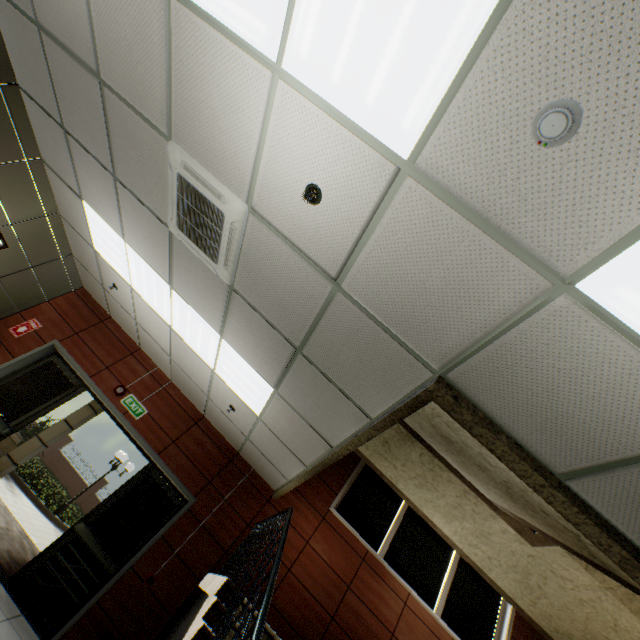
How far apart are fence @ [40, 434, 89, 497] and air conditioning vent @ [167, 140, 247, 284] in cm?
2795

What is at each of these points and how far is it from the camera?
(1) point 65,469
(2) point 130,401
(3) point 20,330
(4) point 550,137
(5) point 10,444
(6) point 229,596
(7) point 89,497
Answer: (1) fence, 23.9m
(2) exit sign, 6.1m
(3) sign, 6.1m
(4) fire alarm, 1.3m
(5) flower bed, 13.5m
(6) stairs, 3.2m
(7) fence, 23.4m

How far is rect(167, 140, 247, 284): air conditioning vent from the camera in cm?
273

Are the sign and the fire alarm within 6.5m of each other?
no

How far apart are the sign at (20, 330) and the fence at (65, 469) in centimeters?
2392cm

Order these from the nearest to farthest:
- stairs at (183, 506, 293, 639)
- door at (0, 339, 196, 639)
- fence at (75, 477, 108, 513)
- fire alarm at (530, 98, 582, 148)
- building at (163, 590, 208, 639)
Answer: fire alarm at (530, 98, 582, 148)
stairs at (183, 506, 293, 639)
building at (163, 590, 208, 639)
door at (0, 339, 196, 639)
fence at (75, 477, 108, 513)

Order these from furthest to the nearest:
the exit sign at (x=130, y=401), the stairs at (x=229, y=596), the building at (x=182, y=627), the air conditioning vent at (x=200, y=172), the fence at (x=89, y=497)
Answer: the fence at (x=89, y=497) < the exit sign at (x=130, y=401) < the building at (x=182, y=627) < the air conditioning vent at (x=200, y=172) < the stairs at (x=229, y=596)

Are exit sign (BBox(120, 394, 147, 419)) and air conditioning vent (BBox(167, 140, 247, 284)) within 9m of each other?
yes
